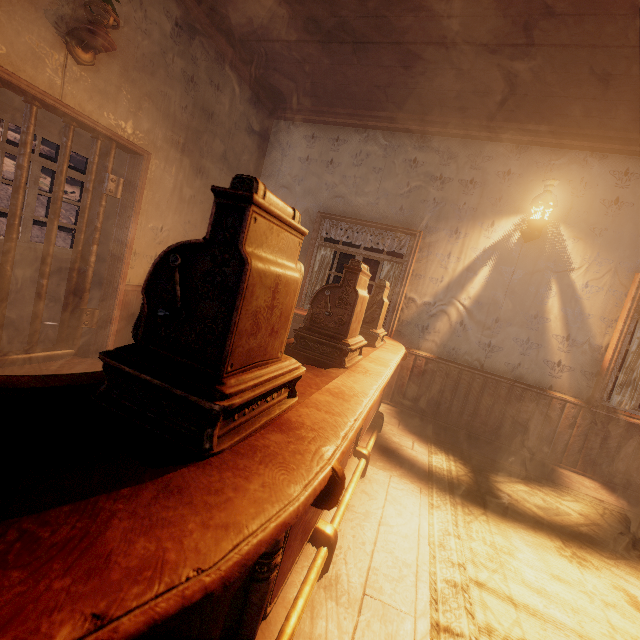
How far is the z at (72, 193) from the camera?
18.12m

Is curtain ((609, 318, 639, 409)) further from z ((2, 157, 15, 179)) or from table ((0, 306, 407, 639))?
z ((2, 157, 15, 179))

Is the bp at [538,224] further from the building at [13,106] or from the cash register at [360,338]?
the cash register at [360,338]

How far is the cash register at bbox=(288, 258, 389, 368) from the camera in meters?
1.8

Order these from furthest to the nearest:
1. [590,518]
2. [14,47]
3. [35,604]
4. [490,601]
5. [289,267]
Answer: [590,518] < [14,47] < [490,601] < [289,267] < [35,604]

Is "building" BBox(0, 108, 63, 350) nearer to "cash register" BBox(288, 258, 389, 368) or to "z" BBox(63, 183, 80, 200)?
"z" BBox(63, 183, 80, 200)

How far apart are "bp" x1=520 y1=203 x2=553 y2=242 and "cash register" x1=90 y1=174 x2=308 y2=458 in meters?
3.9 m

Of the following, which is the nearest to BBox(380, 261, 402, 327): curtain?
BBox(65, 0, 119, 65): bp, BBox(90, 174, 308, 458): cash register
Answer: BBox(65, 0, 119, 65): bp
